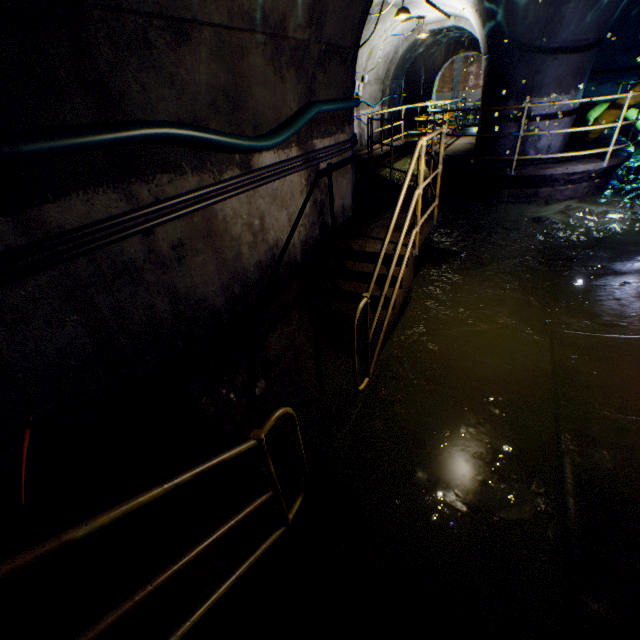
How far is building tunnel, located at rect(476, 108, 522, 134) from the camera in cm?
771

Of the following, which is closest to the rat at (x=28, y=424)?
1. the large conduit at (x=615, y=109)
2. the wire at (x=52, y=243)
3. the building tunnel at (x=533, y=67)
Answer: the building tunnel at (x=533, y=67)

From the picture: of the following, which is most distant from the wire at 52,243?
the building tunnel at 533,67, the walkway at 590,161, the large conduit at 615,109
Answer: the large conduit at 615,109

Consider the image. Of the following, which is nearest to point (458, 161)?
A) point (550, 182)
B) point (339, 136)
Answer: point (550, 182)

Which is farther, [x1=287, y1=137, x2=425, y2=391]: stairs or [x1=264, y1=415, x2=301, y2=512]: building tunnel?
[x1=287, y1=137, x2=425, y2=391]: stairs

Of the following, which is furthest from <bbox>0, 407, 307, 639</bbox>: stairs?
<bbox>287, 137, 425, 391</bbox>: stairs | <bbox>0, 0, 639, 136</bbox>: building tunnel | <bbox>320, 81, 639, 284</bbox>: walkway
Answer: <bbox>320, 81, 639, 284</bbox>: walkway
